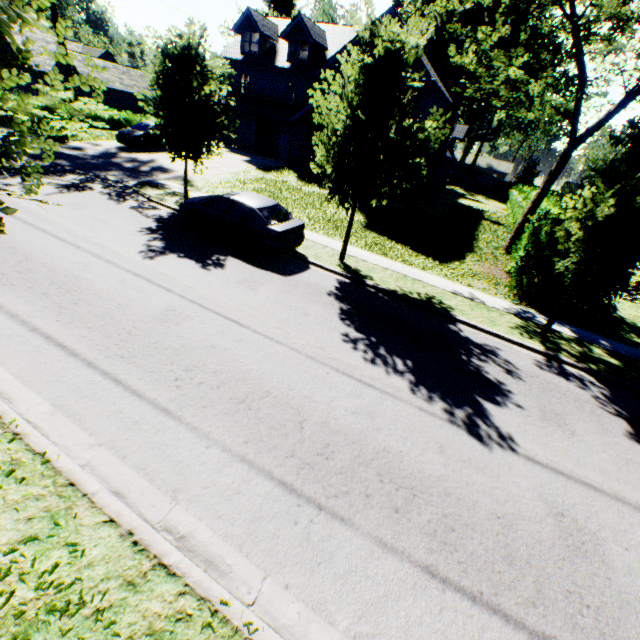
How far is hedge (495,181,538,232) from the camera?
A: 21.45m

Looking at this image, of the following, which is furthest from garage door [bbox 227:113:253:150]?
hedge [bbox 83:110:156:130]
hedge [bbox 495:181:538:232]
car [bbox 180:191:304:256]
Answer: hedge [bbox 495:181:538:232]

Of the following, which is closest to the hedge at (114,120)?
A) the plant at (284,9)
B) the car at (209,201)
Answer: the plant at (284,9)

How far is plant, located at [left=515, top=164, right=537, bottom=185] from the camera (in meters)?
46.72

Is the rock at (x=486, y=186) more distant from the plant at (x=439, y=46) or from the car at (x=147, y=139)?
the car at (x=147, y=139)

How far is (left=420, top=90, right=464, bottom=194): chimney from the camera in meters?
26.4

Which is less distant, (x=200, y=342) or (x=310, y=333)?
(x=200, y=342)

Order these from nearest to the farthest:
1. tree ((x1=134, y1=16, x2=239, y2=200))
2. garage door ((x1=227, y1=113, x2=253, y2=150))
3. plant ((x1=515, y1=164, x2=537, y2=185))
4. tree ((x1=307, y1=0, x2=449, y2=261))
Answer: tree ((x1=307, y1=0, x2=449, y2=261)) < tree ((x1=134, y1=16, x2=239, y2=200)) < garage door ((x1=227, y1=113, x2=253, y2=150)) < plant ((x1=515, y1=164, x2=537, y2=185))
